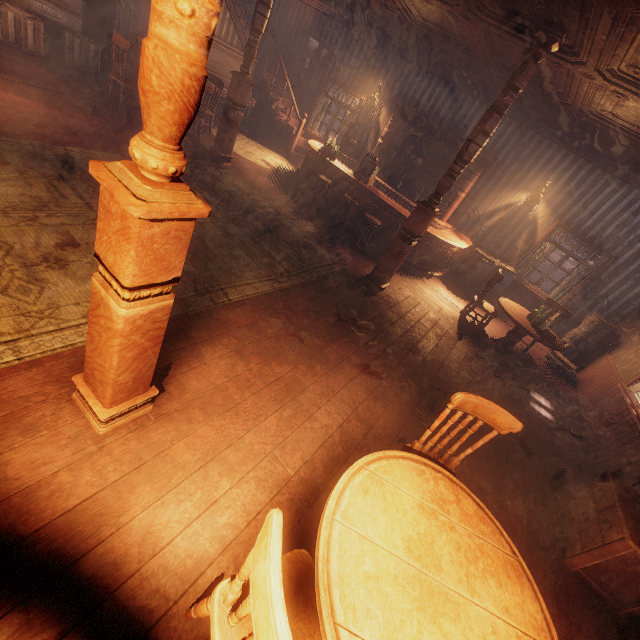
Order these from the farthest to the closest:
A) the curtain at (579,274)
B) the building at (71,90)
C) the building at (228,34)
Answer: the building at (228,34) → the curtain at (579,274) → the building at (71,90)

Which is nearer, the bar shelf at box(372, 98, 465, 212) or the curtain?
the curtain

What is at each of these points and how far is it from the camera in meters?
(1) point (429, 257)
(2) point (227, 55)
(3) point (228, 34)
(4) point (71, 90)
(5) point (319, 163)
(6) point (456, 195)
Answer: (1) table, 7.5 m
(2) piano, 8.7 m
(3) building, 8.9 m
(4) building, 6.1 m
(5) table, 8.1 m
(6) bar shelf, 8.8 m

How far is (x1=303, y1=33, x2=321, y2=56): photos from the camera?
10.1m

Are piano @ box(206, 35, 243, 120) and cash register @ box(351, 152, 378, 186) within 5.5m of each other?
yes

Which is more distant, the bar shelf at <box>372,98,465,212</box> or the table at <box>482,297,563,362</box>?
the bar shelf at <box>372,98,465,212</box>

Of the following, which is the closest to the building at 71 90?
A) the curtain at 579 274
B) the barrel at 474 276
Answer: the curtain at 579 274

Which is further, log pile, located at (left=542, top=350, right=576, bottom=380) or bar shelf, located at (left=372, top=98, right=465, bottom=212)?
bar shelf, located at (left=372, top=98, right=465, bottom=212)
